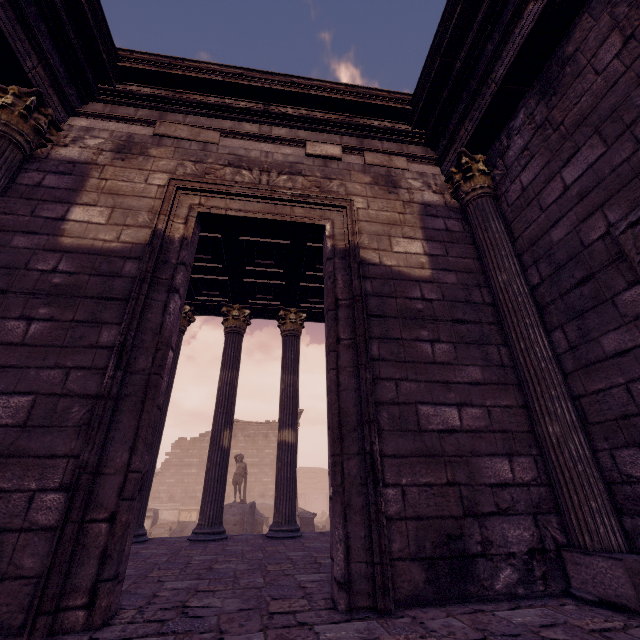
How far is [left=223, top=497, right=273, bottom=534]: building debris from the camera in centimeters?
Result: 1259cm

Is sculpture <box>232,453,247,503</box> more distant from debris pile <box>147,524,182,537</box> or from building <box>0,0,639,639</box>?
building <box>0,0,639,639</box>

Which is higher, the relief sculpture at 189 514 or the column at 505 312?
the column at 505 312

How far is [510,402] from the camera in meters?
3.3 m

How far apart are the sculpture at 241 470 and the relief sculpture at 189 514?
11.3 meters

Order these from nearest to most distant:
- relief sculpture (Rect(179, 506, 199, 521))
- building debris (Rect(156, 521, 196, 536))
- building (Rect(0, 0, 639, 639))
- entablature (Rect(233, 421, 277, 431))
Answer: building (Rect(0, 0, 639, 639))
building debris (Rect(156, 521, 196, 536))
relief sculpture (Rect(179, 506, 199, 521))
entablature (Rect(233, 421, 277, 431))

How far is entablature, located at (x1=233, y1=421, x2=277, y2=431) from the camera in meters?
28.0 m

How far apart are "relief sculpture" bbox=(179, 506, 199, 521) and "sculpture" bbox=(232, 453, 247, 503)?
11.3m
